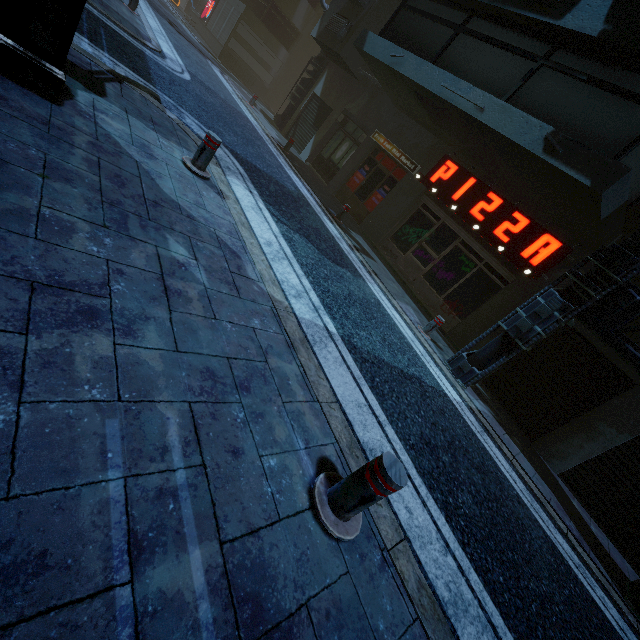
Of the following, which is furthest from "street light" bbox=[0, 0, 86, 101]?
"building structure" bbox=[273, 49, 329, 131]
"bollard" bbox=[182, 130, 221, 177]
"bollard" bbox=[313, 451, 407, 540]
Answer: "building structure" bbox=[273, 49, 329, 131]

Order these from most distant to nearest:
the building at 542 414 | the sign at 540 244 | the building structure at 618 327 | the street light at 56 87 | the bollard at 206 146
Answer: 1. the sign at 540 244
2. the building at 542 414
3. the building structure at 618 327
4. the bollard at 206 146
5. the street light at 56 87

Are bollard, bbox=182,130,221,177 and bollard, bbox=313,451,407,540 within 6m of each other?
yes

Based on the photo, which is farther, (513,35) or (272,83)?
(272,83)

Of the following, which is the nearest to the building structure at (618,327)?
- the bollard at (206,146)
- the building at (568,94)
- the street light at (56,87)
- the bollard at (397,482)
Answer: the building at (568,94)

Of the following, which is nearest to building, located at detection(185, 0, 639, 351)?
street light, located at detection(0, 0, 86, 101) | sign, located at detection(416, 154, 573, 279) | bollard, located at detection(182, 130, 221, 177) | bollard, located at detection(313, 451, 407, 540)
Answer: sign, located at detection(416, 154, 573, 279)

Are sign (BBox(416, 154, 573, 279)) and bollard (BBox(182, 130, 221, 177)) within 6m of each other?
no

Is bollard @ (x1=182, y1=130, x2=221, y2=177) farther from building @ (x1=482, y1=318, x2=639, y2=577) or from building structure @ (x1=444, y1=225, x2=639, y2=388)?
building structure @ (x1=444, y1=225, x2=639, y2=388)
